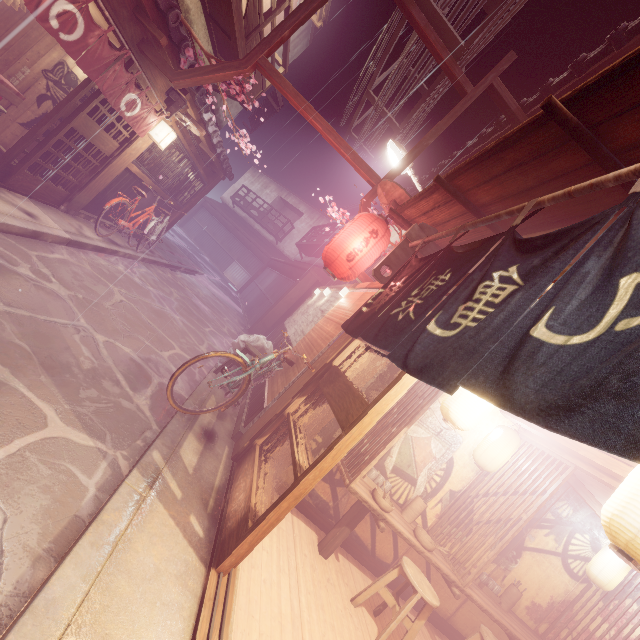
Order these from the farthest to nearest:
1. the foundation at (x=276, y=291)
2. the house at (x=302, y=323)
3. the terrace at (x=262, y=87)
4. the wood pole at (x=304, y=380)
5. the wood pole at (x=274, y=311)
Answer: the foundation at (x=276, y=291) → the wood pole at (x=274, y=311) → the terrace at (x=262, y=87) → the house at (x=302, y=323) → the wood pole at (x=304, y=380)

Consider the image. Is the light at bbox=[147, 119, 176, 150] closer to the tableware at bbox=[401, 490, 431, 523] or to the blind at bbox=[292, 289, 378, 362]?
the blind at bbox=[292, 289, 378, 362]

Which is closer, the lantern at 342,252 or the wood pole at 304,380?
the wood pole at 304,380

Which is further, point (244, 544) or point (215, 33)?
point (215, 33)

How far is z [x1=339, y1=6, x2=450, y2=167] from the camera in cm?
1136

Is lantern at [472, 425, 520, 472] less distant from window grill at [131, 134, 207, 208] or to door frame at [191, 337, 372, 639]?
door frame at [191, 337, 372, 639]

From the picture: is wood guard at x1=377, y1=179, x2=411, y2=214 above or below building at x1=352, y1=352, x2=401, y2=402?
above

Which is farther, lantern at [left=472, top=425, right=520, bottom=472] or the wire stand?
the wire stand
